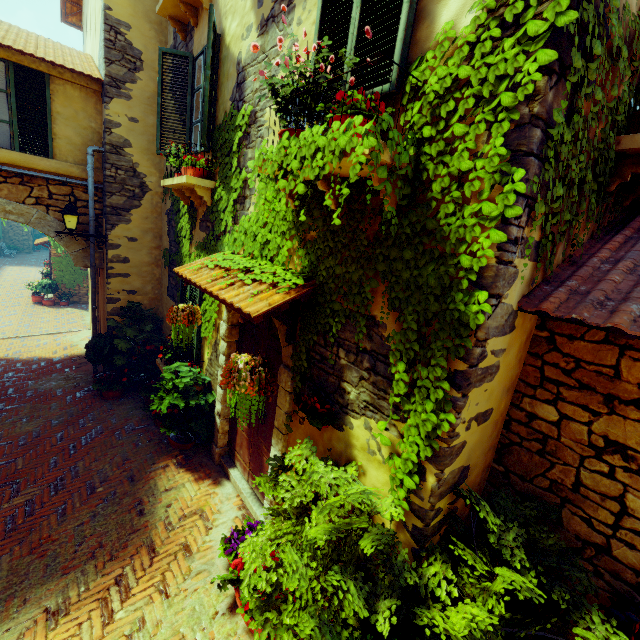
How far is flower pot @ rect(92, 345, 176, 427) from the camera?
6.24m

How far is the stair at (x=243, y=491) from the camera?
4.4m

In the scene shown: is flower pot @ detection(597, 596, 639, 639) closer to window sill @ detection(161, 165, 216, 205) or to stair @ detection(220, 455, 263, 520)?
stair @ detection(220, 455, 263, 520)

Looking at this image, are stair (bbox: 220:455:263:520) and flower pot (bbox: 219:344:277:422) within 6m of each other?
yes

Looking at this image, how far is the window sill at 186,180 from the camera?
4.8 meters

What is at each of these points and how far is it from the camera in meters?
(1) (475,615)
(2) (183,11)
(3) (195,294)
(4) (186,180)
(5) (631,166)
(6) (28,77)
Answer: (1) potted tree, 1.9
(2) window sill, 5.3
(3) window, 5.8
(4) window sill, 4.7
(5) window sill, 2.4
(6) window, 6.1

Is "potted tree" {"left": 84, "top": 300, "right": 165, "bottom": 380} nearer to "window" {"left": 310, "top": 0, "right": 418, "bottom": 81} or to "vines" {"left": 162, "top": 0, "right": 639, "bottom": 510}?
"vines" {"left": 162, "top": 0, "right": 639, "bottom": 510}

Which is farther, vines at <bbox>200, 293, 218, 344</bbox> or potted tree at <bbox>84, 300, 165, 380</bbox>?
potted tree at <bbox>84, 300, 165, 380</bbox>
